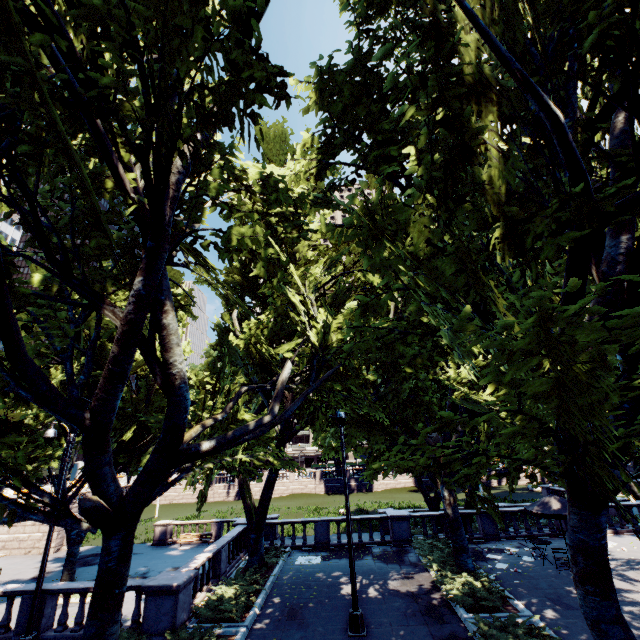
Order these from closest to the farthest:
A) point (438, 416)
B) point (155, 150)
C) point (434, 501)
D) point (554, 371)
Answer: point (554, 371)
point (155, 150)
point (438, 416)
point (434, 501)

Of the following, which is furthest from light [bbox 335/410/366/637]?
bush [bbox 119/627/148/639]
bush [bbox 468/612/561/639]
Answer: bush [bbox 119/627/148/639]

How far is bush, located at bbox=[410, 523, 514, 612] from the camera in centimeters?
1188cm

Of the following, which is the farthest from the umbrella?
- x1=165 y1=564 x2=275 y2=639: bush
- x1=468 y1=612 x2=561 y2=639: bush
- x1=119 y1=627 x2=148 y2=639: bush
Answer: x1=119 y1=627 x2=148 y2=639: bush

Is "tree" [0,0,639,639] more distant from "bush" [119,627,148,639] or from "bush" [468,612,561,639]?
"bush" [119,627,148,639]

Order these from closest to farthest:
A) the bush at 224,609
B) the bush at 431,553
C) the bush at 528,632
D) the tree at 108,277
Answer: the tree at 108,277 → the bush at 528,632 → the bush at 224,609 → the bush at 431,553

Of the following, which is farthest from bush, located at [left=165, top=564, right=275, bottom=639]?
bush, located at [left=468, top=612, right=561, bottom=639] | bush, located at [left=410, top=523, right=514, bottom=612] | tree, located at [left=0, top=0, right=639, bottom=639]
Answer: bush, located at [left=468, top=612, right=561, bottom=639]

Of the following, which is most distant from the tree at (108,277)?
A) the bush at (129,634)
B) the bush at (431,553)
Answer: the bush at (129,634)
